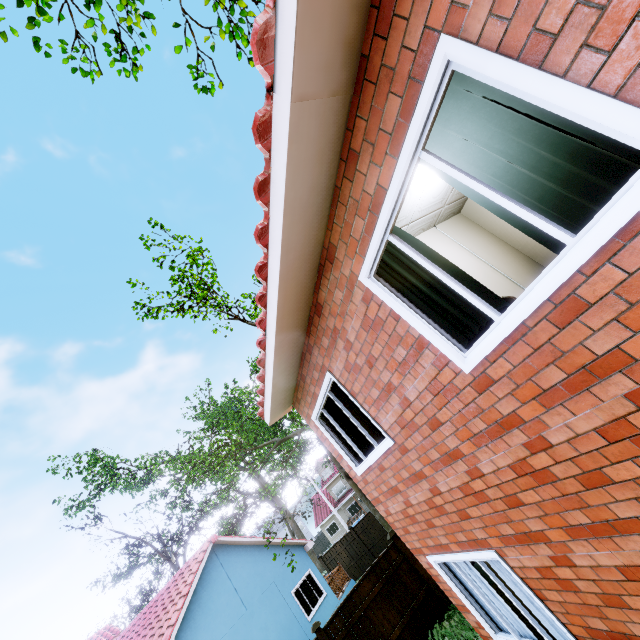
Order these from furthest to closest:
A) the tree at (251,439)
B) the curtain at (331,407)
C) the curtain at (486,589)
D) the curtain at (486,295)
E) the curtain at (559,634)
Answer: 1. the tree at (251,439)
2. the curtain at (331,407)
3. the curtain at (486,589)
4. the curtain at (559,634)
5. the curtain at (486,295)

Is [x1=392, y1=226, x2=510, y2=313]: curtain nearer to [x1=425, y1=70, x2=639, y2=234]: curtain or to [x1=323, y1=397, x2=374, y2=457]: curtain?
[x1=425, y1=70, x2=639, y2=234]: curtain

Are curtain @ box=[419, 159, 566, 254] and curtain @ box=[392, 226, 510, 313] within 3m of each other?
yes

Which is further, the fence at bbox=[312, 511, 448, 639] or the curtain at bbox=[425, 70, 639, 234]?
the fence at bbox=[312, 511, 448, 639]

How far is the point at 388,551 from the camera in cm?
1026

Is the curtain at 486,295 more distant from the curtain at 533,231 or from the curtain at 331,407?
the curtain at 331,407

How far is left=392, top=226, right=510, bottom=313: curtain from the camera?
2.5 meters
